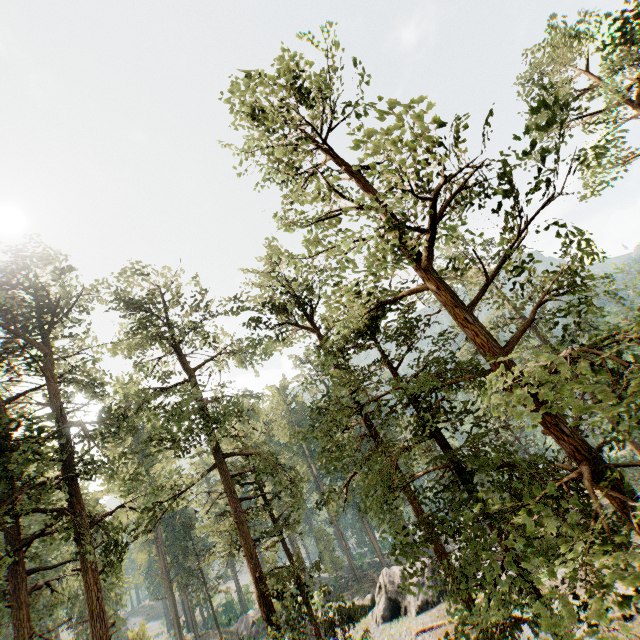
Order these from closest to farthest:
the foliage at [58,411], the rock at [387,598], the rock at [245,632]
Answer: the foliage at [58,411]
the rock at [387,598]
the rock at [245,632]

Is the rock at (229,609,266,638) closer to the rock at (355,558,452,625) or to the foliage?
the rock at (355,558,452,625)

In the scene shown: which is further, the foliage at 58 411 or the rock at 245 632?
the rock at 245 632

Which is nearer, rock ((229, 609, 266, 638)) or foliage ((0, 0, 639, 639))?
foliage ((0, 0, 639, 639))

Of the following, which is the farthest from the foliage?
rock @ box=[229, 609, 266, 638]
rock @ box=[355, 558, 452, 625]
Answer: rock @ box=[229, 609, 266, 638]

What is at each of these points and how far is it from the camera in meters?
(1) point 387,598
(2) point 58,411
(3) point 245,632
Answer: (1) rock, 27.1 m
(2) foliage, 17.2 m
(3) rock, 38.8 m

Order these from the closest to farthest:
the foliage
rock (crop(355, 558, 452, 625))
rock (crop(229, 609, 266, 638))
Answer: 1. the foliage
2. rock (crop(355, 558, 452, 625))
3. rock (crop(229, 609, 266, 638))
